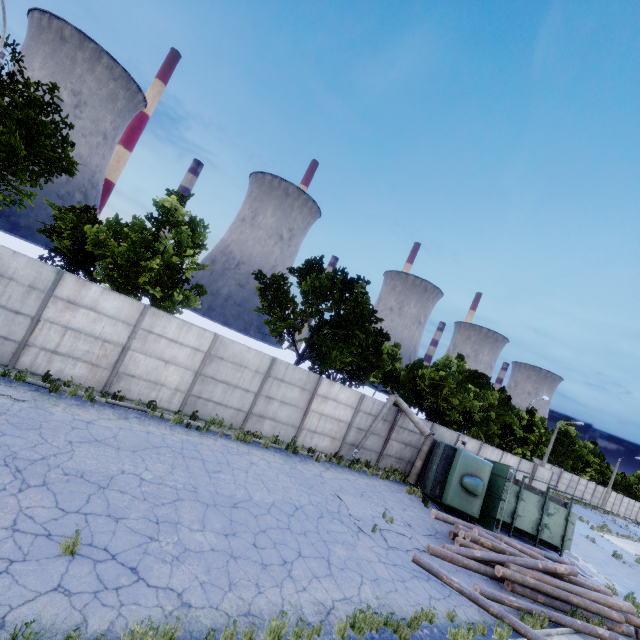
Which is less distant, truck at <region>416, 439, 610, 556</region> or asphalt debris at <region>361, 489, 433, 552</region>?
asphalt debris at <region>361, 489, 433, 552</region>

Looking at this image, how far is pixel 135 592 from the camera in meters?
5.4

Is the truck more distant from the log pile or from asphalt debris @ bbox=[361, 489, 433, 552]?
asphalt debris @ bbox=[361, 489, 433, 552]

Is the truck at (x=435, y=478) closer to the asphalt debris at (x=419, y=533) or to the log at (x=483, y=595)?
Result: the log at (x=483, y=595)

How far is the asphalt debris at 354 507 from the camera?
10.9m

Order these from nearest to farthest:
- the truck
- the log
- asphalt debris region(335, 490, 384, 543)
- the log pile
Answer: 1. the log
2. asphalt debris region(335, 490, 384, 543)
3. the log pile
4. the truck

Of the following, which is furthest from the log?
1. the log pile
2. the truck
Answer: the truck

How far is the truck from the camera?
15.88m
